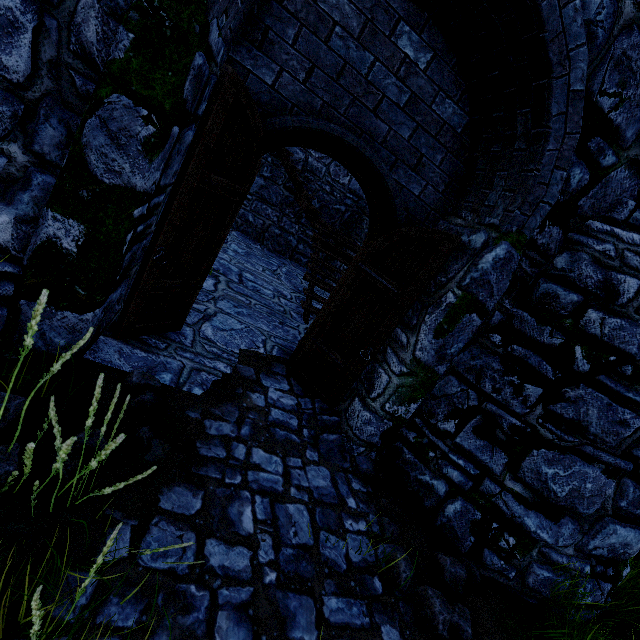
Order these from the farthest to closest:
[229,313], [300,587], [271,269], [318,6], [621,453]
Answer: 1. [271,269]
2. [229,313]
3. [621,453]
4. [318,6]
5. [300,587]

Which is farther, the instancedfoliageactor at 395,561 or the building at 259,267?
the instancedfoliageactor at 395,561

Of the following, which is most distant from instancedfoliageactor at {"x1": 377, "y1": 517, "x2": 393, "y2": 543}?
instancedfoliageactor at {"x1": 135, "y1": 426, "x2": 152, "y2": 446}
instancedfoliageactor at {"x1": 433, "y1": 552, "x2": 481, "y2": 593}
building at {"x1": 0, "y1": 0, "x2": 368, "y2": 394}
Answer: instancedfoliageactor at {"x1": 135, "y1": 426, "x2": 152, "y2": 446}

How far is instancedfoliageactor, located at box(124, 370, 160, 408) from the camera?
2.8m

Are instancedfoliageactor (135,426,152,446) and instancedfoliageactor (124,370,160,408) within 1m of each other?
yes

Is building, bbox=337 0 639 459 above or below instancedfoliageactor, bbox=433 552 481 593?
above

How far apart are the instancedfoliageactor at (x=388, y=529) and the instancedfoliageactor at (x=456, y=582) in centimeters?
19cm

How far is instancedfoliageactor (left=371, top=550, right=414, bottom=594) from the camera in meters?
2.6
